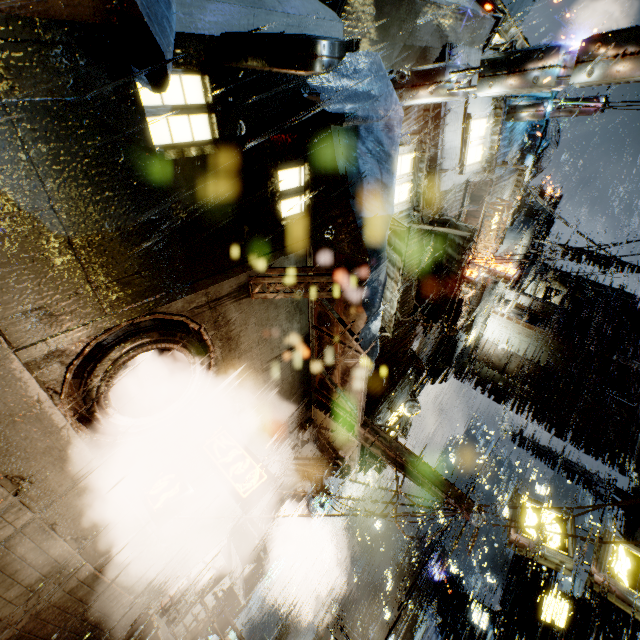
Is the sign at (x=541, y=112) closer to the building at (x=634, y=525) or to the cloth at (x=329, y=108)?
the building at (x=634, y=525)

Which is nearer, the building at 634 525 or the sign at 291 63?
the sign at 291 63

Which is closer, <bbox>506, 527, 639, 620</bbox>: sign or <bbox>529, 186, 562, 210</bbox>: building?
<bbox>506, 527, 639, 620</bbox>: sign

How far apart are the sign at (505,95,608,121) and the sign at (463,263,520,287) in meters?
5.7

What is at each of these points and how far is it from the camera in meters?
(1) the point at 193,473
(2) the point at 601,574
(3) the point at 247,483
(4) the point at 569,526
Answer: (1) building, 8.2
(2) sign, 7.5
(3) sign, 6.6
(4) sign, 8.3

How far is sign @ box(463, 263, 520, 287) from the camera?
13.21m

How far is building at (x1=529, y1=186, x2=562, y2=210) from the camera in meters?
21.8

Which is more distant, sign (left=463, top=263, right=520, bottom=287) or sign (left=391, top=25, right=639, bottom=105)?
sign (left=463, top=263, right=520, bottom=287)
